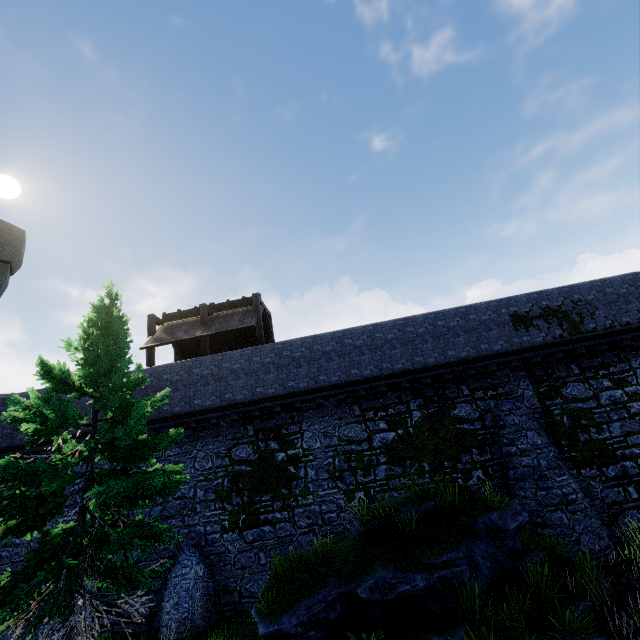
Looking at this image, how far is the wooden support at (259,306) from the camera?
16.8m

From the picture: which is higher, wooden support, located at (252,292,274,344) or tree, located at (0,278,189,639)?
wooden support, located at (252,292,274,344)

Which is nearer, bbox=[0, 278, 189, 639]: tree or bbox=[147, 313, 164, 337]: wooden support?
bbox=[0, 278, 189, 639]: tree

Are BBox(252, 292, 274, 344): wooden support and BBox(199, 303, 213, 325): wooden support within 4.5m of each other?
yes

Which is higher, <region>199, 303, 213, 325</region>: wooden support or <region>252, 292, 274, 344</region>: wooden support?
<region>199, 303, 213, 325</region>: wooden support

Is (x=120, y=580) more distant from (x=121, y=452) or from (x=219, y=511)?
(x=219, y=511)

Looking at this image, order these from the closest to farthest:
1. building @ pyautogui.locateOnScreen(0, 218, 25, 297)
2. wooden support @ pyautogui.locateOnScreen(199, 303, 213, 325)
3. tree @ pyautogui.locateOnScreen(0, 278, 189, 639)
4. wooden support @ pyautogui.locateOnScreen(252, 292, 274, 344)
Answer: tree @ pyautogui.locateOnScreen(0, 278, 189, 639) < building @ pyautogui.locateOnScreen(0, 218, 25, 297) < wooden support @ pyautogui.locateOnScreen(252, 292, 274, 344) < wooden support @ pyautogui.locateOnScreen(199, 303, 213, 325)

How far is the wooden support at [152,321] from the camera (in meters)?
17.50
